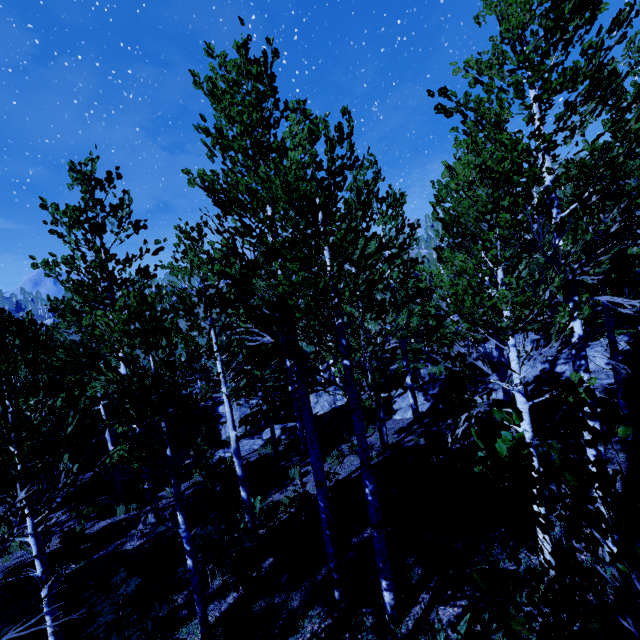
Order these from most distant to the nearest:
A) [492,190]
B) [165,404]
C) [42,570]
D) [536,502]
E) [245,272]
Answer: [245,272]
[165,404]
[42,570]
[492,190]
[536,502]

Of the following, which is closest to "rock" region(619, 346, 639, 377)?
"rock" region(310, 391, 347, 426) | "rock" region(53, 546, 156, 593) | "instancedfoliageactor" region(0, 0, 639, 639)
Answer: "instancedfoliageactor" region(0, 0, 639, 639)

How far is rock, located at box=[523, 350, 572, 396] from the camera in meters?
13.4

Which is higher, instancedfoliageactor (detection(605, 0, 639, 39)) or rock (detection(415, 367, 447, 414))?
instancedfoliageactor (detection(605, 0, 639, 39))

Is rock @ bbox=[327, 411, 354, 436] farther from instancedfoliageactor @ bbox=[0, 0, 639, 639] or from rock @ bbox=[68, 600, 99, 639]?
rock @ bbox=[68, 600, 99, 639]

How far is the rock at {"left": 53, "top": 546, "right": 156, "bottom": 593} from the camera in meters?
7.4

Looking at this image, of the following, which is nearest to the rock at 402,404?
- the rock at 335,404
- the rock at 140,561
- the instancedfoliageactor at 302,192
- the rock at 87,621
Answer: the instancedfoliageactor at 302,192

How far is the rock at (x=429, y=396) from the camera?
15.2m
